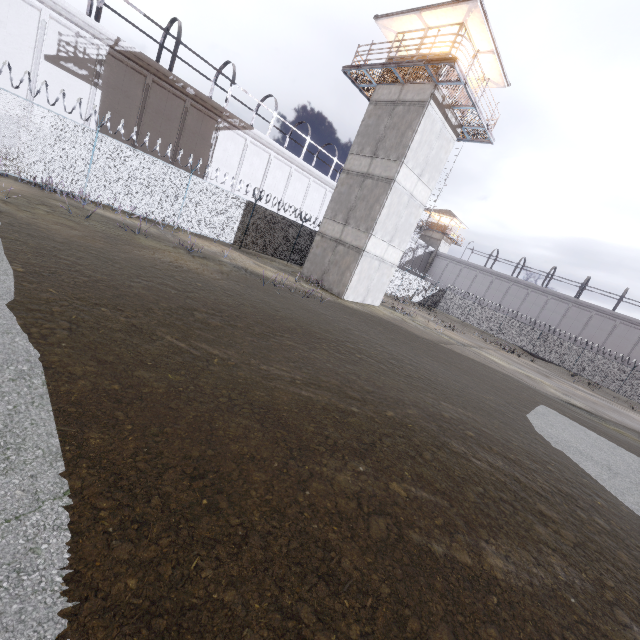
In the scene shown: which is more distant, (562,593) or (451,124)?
(451,124)

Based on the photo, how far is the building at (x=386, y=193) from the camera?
17.1 meters

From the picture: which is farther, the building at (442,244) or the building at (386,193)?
the building at (442,244)

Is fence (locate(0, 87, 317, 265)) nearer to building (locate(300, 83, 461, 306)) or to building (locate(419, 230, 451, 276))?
building (locate(300, 83, 461, 306))

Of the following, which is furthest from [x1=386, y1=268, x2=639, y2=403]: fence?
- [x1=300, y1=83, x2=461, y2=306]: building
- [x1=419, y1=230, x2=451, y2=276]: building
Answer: [x1=419, y1=230, x2=451, y2=276]: building
